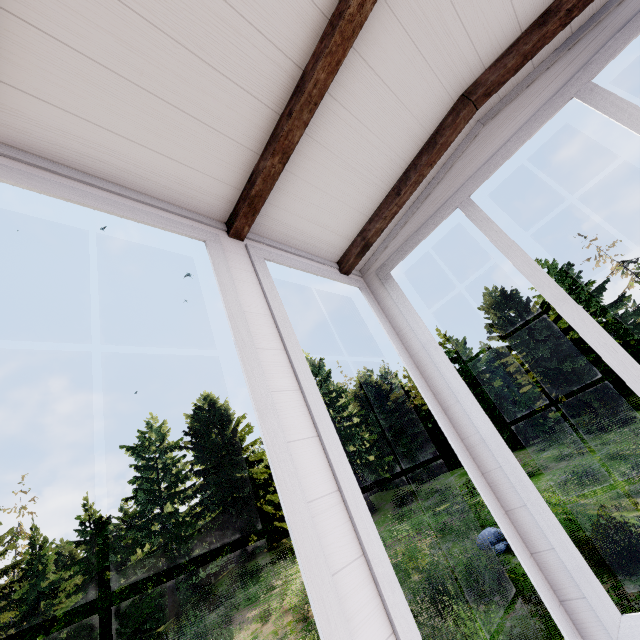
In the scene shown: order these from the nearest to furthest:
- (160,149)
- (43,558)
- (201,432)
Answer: (160,149)
(43,558)
(201,432)
